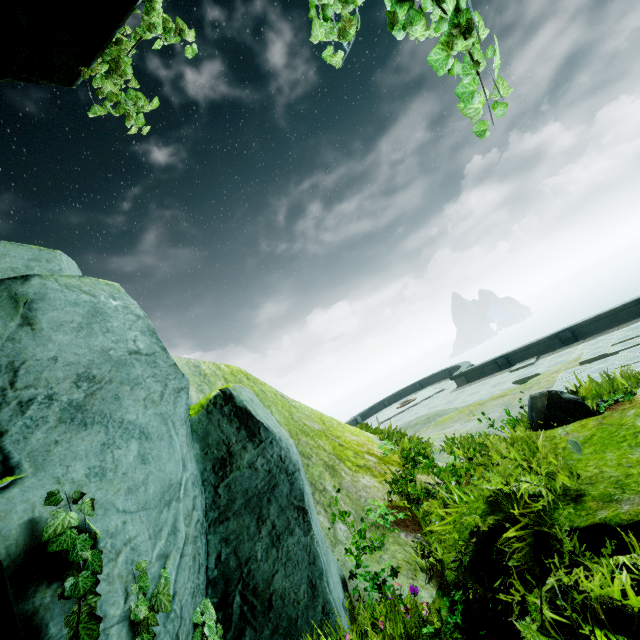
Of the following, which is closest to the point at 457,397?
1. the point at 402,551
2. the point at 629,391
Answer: the point at 629,391

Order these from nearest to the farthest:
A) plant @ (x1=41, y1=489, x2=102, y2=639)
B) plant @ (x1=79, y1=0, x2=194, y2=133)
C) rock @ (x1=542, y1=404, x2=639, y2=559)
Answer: plant @ (x1=41, y1=489, x2=102, y2=639), rock @ (x1=542, y1=404, x2=639, y2=559), plant @ (x1=79, y1=0, x2=194, y2=133)

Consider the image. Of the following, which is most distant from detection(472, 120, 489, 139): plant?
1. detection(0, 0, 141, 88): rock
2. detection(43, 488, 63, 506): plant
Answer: detection(43, 488, 63, 506): plant

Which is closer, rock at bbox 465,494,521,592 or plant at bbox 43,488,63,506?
plant at bbox 43,488,63,506

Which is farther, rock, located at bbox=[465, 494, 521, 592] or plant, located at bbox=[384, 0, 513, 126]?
rock, located at bbox=[465, 494, 521, 592]

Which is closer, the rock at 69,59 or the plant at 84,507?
the plant at 84,507

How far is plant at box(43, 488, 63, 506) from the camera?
2.09m

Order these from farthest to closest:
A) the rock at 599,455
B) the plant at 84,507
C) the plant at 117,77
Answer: the plant at 117,77, the rock at 599,455, the plant at 84,507
